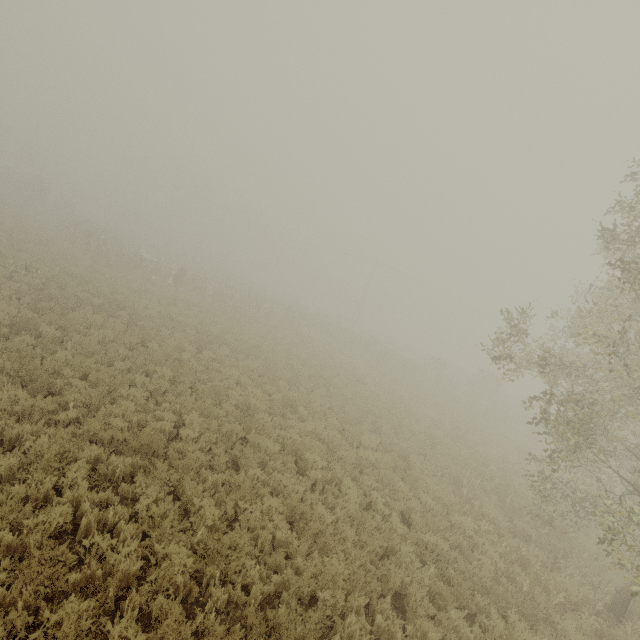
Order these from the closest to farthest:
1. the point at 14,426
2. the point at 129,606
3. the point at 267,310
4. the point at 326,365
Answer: the point at 129,606, the point at 14,426, the point at 326,365, the point at 267,310
